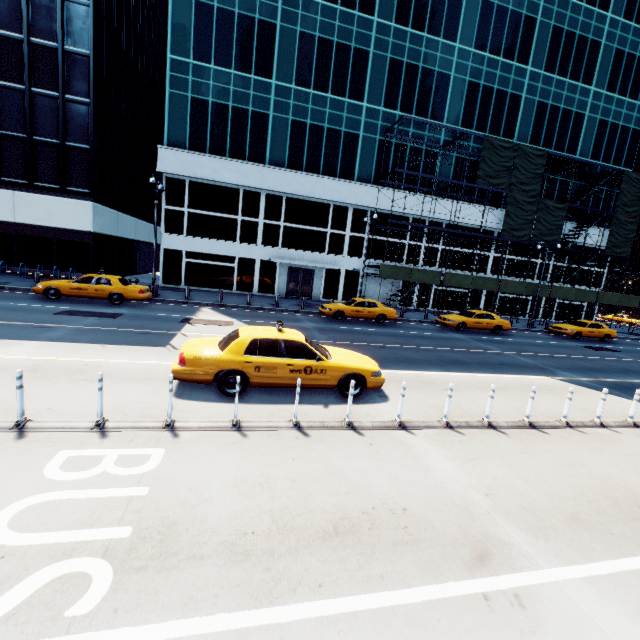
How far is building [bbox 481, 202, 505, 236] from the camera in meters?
32.4 m

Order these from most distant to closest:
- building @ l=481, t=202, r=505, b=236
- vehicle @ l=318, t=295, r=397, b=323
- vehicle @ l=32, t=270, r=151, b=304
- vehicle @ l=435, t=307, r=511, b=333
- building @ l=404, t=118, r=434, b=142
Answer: building @ l=481, t=202, r=505, b=236 → building @ l=404, t=118, r=434, b=142 → vehicle @ l=435, t=307, r=511, b=333 → vehicle @ l=318, t=295, r=397, b=323 → vehicle @ l=32, t=270, r=151, b=304

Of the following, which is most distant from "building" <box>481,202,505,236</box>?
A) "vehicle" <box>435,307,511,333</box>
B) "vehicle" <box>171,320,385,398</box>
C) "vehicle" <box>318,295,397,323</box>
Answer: "vehicle" <box>171,320,385,398</box>

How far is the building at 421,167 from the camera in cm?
2973

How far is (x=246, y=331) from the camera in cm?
797

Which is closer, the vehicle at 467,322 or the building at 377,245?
the vehicle at 467,322

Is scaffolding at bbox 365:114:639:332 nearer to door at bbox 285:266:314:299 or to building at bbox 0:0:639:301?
building at bbox 0:0:639:301

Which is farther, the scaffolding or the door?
the door
